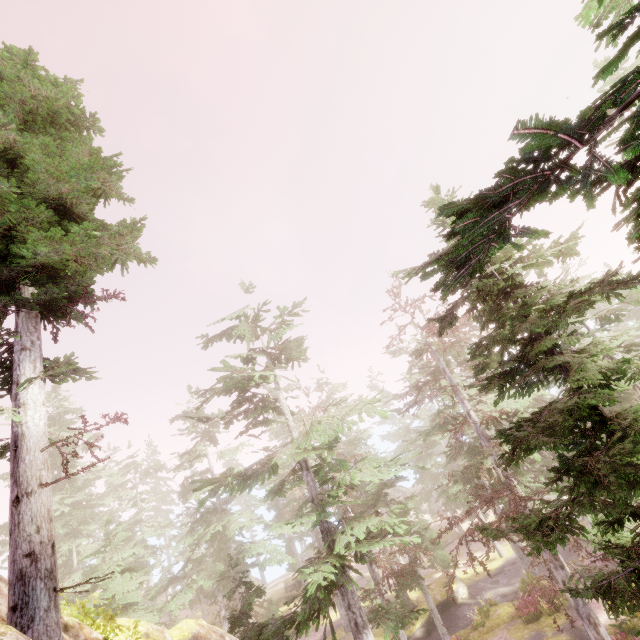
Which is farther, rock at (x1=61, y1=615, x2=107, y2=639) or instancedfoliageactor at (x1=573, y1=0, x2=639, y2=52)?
rock at (x1=61, y1=615, x2=107, y2=639)

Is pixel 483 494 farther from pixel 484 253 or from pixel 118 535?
pixel 118 535

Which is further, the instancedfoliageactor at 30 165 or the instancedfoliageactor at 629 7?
the instancedfoliageactor at 30 165

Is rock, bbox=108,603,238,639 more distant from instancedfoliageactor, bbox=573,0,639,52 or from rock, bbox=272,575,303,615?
rock, bbox=272,575,303,615

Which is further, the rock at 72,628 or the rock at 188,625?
the rock at 188,625

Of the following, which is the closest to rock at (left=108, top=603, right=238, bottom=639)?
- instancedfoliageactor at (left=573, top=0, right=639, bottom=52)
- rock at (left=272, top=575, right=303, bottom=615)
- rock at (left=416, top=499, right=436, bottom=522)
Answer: instancedfoliageactor at (left=573, top=0, right=639, bottom=52)
